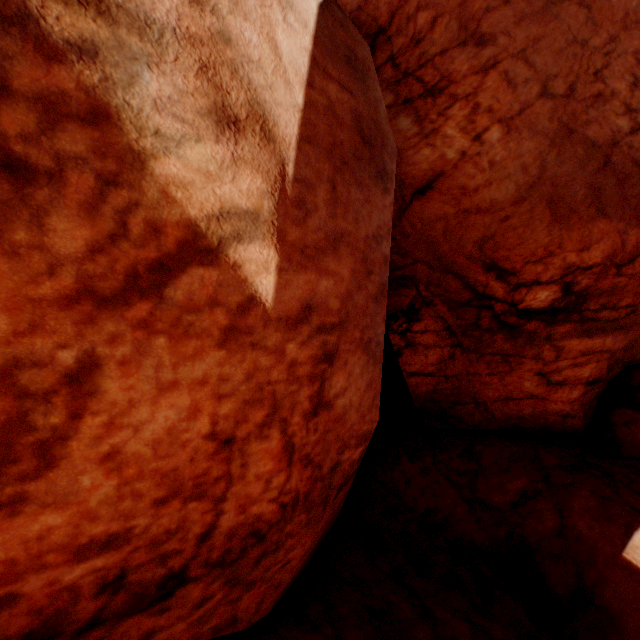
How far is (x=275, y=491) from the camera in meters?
3.0 m
